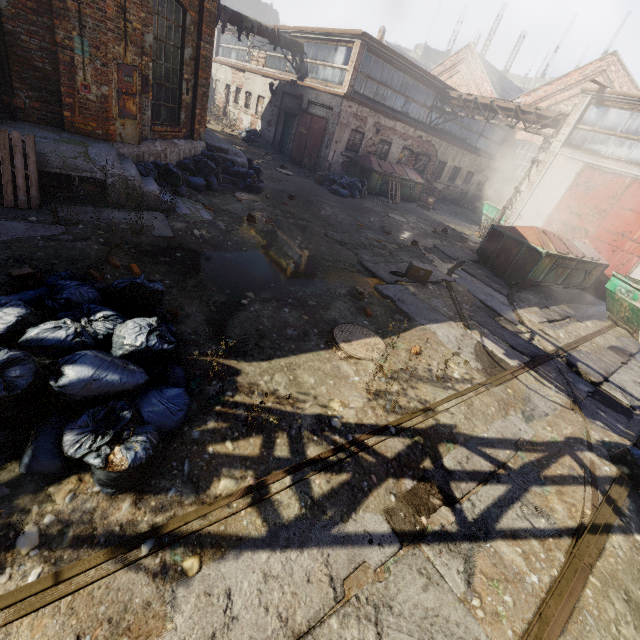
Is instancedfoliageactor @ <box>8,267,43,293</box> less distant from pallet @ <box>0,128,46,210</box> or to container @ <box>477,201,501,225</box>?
pallet @ <box>0,128,46,210</box>

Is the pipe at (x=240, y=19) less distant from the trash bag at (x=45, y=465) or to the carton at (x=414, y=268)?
the carton at (x=414, y=268)

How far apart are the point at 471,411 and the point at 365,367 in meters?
1.5

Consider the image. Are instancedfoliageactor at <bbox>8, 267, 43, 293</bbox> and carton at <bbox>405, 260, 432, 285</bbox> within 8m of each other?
yes

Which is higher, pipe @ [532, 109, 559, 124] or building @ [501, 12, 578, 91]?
building @ [501, 12, 578, 91]

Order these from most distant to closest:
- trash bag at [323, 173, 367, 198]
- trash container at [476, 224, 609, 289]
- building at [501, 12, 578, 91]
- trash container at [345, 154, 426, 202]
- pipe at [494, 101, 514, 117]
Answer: building at [501, 12, 578, 91] → trash container at [345, 154, 426, 202] → pipe at [494, 101, 514, 117] → trash bag at [323, 173, 367, 198] → trash container at [476, 224, 609, 289]

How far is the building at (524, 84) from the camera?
44.2m

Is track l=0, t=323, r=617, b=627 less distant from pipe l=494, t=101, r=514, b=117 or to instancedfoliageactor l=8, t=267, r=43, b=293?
instancedfoliageactor l=8, t=267, r=43, b=293
